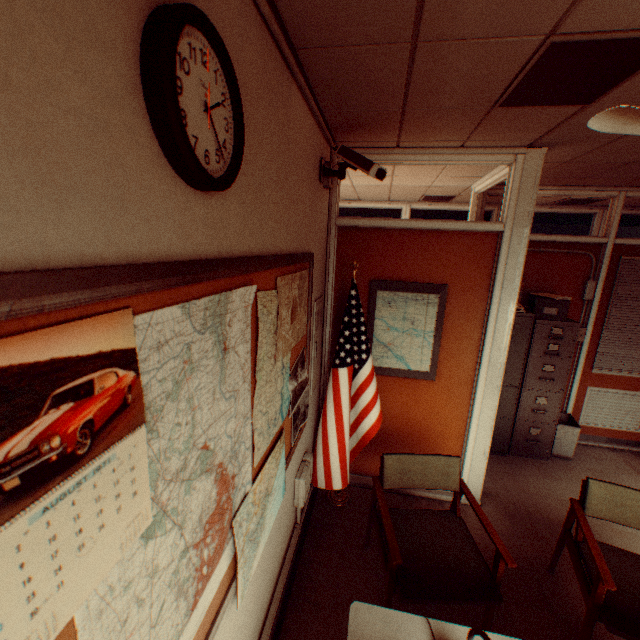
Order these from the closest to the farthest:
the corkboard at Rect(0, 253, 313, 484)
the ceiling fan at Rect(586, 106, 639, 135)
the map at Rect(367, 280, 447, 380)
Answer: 1. the corkboard at Rect(0, 253, 313, 484)
2. the ceiling fan at Rect(586, 106, 639, 135)
3. the map at Rect(367, 280, 447, 380)

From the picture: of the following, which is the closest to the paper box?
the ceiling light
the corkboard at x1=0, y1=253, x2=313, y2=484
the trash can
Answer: the trash can

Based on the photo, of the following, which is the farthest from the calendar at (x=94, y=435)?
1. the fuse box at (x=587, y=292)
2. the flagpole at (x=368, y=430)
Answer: the fuse box at (x=587, y=292)

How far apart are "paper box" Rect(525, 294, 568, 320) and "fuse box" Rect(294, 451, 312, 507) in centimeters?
335cm

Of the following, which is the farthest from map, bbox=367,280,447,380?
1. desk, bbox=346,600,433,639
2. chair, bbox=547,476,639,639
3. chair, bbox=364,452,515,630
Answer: desk, bbox=346,600,433,639

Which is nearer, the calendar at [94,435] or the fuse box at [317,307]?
the calendar at [94,435]

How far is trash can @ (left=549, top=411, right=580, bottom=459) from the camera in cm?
420

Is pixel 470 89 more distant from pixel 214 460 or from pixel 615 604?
pixel 615 604
